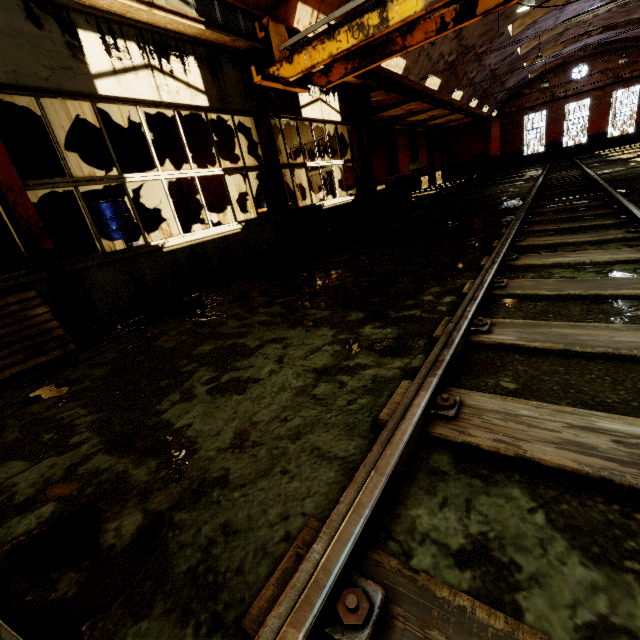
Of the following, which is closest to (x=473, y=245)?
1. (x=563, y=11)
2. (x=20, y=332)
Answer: (x=20, y=332)

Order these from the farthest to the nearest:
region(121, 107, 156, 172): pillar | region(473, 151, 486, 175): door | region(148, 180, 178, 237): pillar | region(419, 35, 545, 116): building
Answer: region(473, 151, 486, 175): door
region(419, 35, 545, 116): building
region(148, 180, 178, 237): pillar
region(121, 107, 156, 172): pillar

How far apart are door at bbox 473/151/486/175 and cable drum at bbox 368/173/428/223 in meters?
29.8

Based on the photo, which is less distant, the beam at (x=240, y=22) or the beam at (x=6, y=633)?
the beam at (x=6, y=633)

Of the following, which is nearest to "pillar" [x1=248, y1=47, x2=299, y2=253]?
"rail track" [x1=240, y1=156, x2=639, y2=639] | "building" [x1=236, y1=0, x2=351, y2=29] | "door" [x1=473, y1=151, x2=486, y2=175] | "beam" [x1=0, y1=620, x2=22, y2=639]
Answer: "building" [x1=236, y1=0, x2=351, y2=29]

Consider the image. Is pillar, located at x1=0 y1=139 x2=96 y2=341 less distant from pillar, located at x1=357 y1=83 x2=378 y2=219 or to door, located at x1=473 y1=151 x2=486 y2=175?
pillar, located at x1=357 y1=83 x2=378 y2=219

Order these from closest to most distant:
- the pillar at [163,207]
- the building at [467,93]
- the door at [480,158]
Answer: the pillar at [163,207] < the building at [467,93] < the door at [480,158]

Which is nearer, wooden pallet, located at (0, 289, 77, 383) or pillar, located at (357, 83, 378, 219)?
wooden pallet, located at (0, 289, 77, 383)
